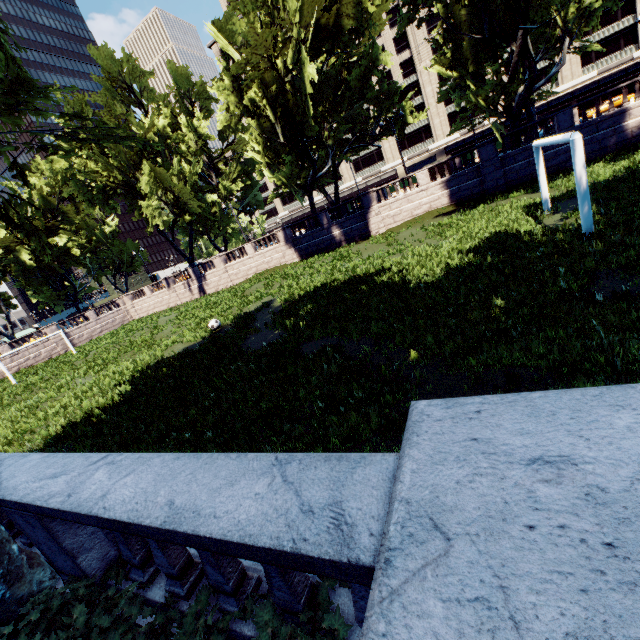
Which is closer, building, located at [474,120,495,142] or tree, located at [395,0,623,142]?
tree, located at [395,0,623,142]

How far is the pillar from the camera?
8.8 meters

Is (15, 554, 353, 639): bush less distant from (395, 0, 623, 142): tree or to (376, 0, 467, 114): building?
(395, 0, 623, 142): tree

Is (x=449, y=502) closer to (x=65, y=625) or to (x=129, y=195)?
(x=65, y=625)

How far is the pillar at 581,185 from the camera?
8.84m

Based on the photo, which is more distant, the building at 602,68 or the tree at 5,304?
the building at 602,68

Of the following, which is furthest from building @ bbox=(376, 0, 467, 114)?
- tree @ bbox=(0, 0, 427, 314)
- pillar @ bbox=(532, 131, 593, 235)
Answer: pillar @ bbox=(532, 131, 593, 235)

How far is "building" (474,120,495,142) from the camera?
58.2m
